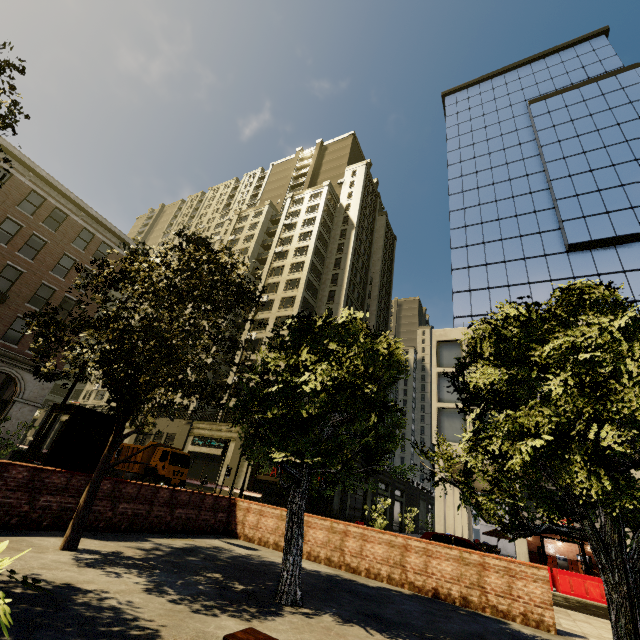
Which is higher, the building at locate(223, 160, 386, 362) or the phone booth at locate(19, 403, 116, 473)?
the building at locate(223, 160, 386, 362)

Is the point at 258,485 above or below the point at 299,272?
below

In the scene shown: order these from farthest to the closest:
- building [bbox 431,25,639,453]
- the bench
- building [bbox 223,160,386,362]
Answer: building [bbox 223,160,386,362] < building [bbox 431,25,639,453] < the bench

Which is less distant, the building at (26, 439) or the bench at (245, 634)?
the bench at (245, 634)

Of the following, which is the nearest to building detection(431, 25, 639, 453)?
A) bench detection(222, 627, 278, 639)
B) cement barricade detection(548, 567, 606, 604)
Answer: cement barricade detection(548, 567, 606, 604)

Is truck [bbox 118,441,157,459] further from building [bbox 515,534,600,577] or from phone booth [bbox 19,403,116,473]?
phone booth [bbox 19,403,116,473]

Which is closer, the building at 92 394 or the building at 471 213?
the building at 471 213

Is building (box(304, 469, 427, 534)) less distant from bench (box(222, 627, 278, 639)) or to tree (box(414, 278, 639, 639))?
tree (box(414, 278, 639, 639))
